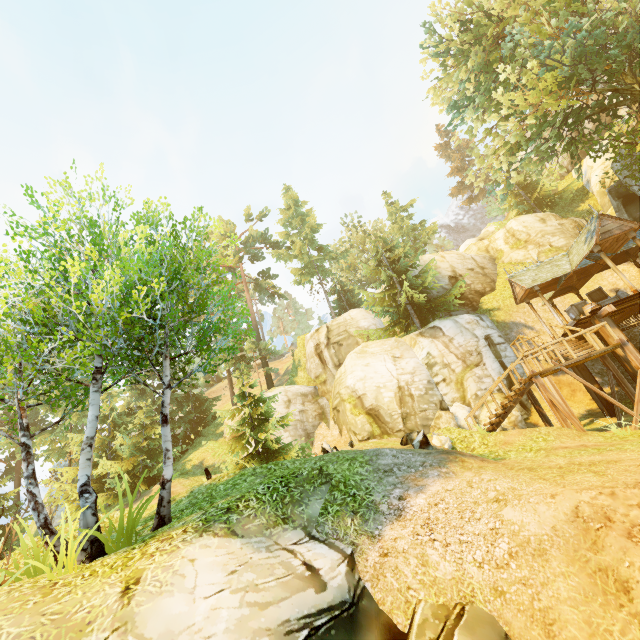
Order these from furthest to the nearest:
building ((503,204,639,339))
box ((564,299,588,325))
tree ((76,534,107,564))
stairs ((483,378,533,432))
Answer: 1. box ((564,299,588,325))
2. building ((503,204,639,339))
3. stairs ((483,378,533,432))
4. tree ((76,534,107,564))

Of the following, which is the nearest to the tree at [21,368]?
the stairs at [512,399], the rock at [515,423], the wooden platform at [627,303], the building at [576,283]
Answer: the building at [576,283]

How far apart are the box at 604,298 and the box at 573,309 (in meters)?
0.39

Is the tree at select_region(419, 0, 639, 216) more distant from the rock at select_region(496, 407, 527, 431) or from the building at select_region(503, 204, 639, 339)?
the rock at select_region(496, 407, 527, 431)

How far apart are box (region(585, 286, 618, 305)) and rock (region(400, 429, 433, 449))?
14.55m

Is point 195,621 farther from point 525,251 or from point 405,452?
point 525,251

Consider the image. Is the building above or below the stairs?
above

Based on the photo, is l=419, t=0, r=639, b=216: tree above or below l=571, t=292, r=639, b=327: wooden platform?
above
